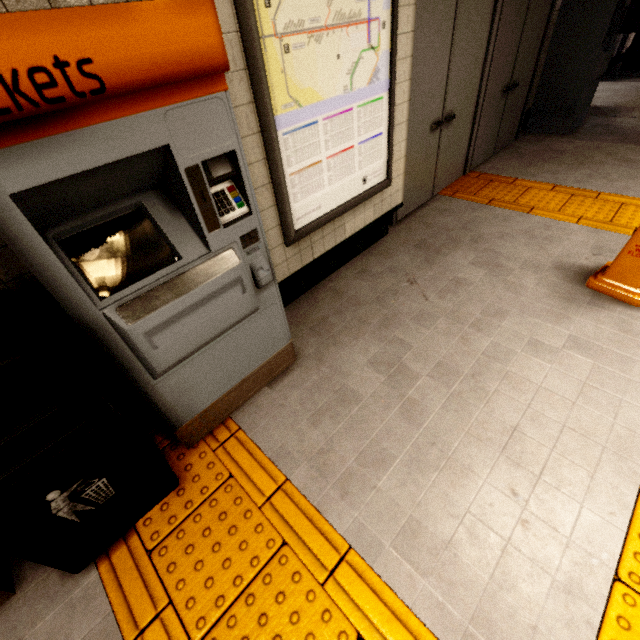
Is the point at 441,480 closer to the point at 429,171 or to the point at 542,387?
the point at 542,387

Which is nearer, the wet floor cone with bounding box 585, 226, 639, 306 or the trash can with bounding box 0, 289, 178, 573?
the trash can with bounding box 0, 289, 178, 573

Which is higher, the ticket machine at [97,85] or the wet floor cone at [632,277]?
the ticket machine at [97,85]

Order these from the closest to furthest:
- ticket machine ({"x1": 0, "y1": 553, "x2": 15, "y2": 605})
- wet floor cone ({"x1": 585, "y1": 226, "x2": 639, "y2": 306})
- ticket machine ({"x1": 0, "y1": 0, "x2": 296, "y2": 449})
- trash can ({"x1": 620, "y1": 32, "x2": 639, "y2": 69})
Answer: ticket machine ({"x1": 0, "y1": 0, "x2": 296, "y2": 449}) → ticket machine ({"x1": 0, "y1": 553, "x2": 15, "y2": 605}) → wet floor cone ({"x1": 585, "y1": 226, "x2": 639, "y2": 306}) → trash can ({"x1": 620, "y1": 32, "x2": 639, "y2": 69})

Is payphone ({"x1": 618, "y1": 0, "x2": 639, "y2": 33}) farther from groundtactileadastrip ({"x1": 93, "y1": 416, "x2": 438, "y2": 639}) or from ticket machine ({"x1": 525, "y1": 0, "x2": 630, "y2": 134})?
ticket machine ({"x1": 525, "y1": 0, "x2": 630, "y2": 134})

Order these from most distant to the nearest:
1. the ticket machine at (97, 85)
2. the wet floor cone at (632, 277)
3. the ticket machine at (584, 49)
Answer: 1. the ticket machine at (584, 49)
2. the wet floor cone at (632, 277)
3. the ticket machine at (97, 85)

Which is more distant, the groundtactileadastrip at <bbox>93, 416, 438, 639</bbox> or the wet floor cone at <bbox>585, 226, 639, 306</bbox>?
the wet floor cone at <bbox>585, 226, 639, 306</bbox>

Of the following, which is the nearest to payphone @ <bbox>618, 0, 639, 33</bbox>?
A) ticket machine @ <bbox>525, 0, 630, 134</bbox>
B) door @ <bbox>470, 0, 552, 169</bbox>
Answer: ticket machine @ <bbox>525, 0, 630, 134</bbox>
